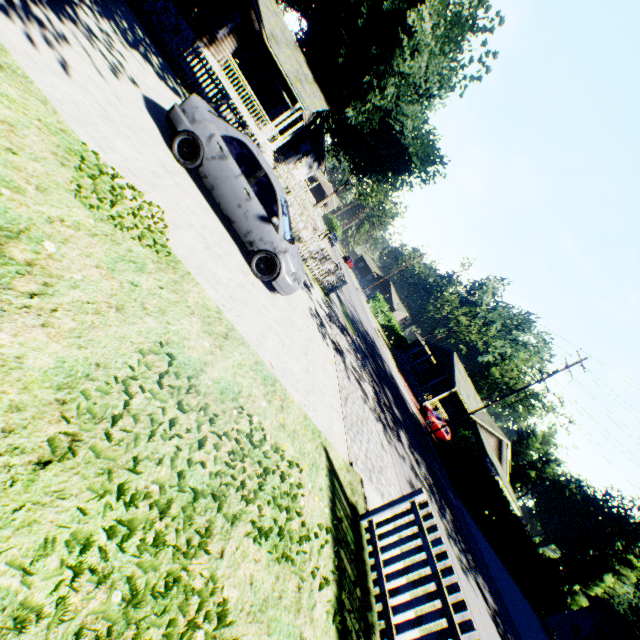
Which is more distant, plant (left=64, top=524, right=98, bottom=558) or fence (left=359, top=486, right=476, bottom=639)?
fence (left=359, top=486, right=476, bottom=639)

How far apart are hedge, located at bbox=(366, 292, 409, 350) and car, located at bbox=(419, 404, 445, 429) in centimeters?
2426cm

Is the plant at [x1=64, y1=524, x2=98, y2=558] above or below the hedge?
below

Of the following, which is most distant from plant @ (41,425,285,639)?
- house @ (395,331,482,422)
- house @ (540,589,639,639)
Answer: house @ (395,331,482,422)

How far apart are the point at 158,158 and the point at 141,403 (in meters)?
5.46

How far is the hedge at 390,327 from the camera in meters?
54.8 m

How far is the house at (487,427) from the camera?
36.7 meters

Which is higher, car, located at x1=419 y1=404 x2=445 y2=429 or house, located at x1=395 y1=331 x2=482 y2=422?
house, located at x1=395 y1=331 x2=482 y2=422
